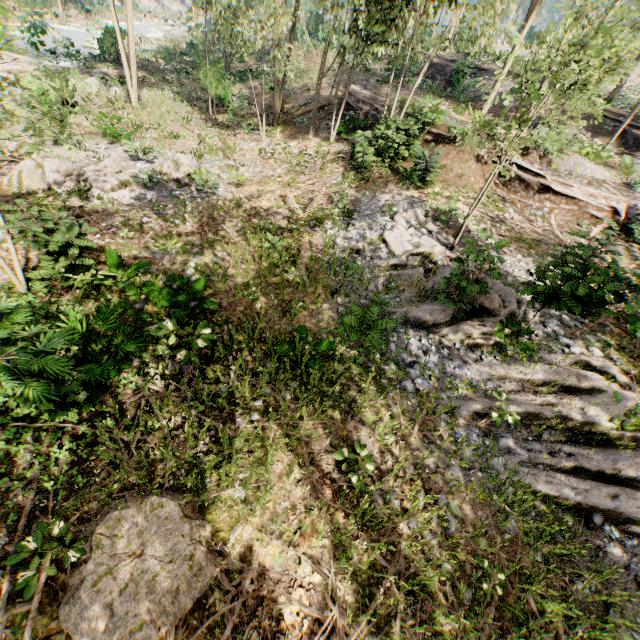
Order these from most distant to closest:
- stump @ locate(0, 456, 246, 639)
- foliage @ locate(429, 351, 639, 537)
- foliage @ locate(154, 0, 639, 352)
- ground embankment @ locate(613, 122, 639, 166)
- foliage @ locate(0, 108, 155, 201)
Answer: ground embankment @ locate(613, 122, 639, 166), foliage @ locate(154, 0, 639, 352), foliage @ locate(429, 351, 639, 537), foliage @ locate(0, 108, 155, 201), stump @ locate(0, 456, 246, 639)

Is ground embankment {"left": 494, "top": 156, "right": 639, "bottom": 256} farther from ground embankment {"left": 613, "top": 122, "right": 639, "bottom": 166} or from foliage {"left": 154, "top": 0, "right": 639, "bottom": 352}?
ground embankment {"left": 613, "top": 122, "right": 639, "bottom": 166}

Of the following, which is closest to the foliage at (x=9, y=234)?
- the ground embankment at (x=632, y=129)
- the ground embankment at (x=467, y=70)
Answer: the ground embankment at (x=632, y=129)

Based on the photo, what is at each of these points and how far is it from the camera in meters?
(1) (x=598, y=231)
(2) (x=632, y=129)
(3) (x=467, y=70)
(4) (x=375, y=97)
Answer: (1) ground embankment, 14.1
(2) ground embankment, 21.4
(3) ground embankment, 27.5
(4) ground embankment, 21.0

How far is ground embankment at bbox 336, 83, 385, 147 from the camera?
15.7 meters

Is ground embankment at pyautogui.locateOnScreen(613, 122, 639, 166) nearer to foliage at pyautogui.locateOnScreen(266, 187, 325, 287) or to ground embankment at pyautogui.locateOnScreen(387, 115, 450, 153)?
foliage at pyautogui.locateOnScreen(266, 187, 325, 287)

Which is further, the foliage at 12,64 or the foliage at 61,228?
the foliage at 61,228

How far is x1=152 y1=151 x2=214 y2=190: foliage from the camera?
13.7 meters
